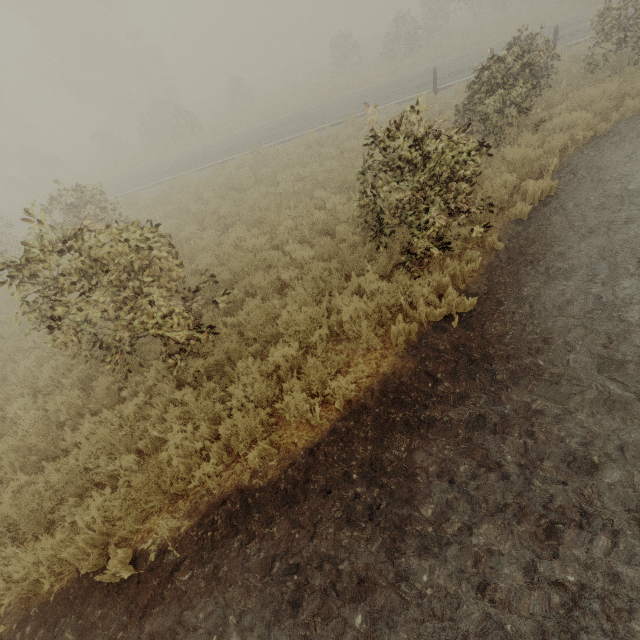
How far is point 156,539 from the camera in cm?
385
